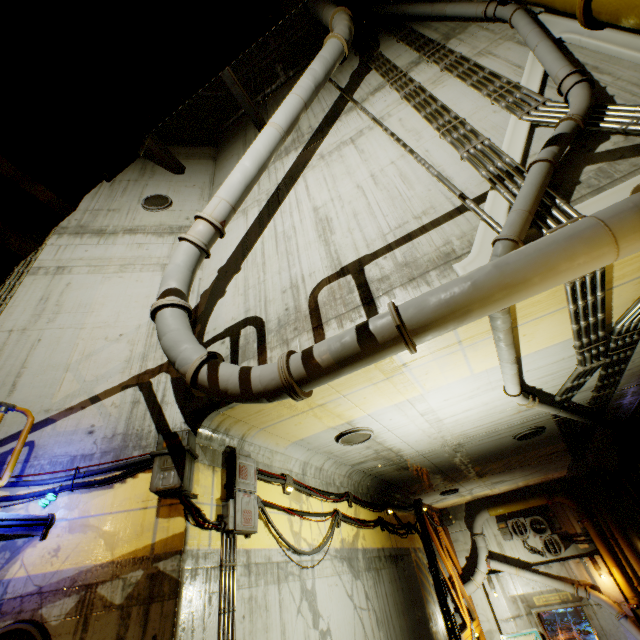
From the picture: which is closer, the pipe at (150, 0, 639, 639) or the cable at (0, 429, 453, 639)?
the pipe at (150, 0, 639, 639)

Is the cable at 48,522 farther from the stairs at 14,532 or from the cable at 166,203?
the cable at 166,203

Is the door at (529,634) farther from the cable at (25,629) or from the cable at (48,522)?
the cable at (25,629)

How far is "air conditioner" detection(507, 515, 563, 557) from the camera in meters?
14.7

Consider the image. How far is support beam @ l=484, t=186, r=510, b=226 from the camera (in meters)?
4.05

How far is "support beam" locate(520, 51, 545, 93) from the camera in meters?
5.0 m

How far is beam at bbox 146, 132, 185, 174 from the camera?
9.80m

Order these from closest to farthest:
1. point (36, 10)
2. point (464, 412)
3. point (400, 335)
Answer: point (36, 10), point (400, 335), point (464, 412)
